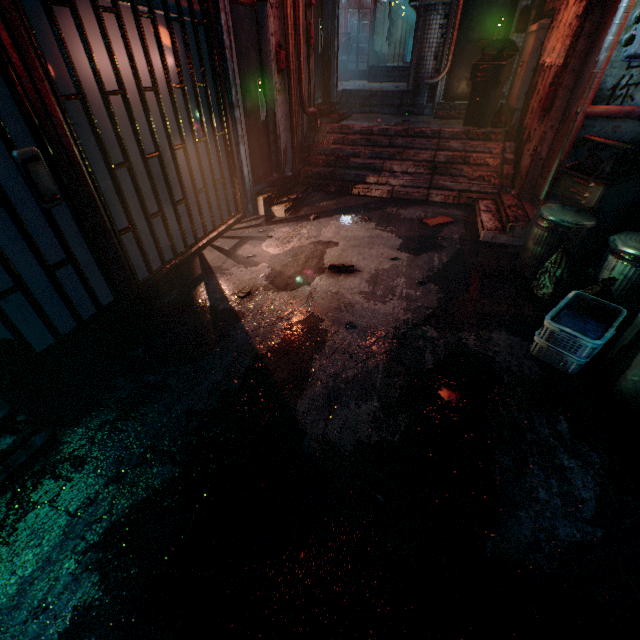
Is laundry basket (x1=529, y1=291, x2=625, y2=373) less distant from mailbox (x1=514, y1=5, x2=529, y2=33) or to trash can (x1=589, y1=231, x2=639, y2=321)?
trash can (x1=589, y1=231, x2=639, y2=321)

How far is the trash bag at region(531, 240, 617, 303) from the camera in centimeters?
244cm

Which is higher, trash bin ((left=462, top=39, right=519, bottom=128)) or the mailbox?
the mailbox

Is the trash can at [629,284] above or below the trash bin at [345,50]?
below

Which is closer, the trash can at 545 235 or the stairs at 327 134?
the trash can at 545 235

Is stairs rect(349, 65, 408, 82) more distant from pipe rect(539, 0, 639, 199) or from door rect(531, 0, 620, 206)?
pipe rect(539, 0, 639, 199)

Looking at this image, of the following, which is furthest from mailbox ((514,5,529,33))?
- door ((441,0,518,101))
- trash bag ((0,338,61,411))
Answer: trash bag ((0,338,61,411))

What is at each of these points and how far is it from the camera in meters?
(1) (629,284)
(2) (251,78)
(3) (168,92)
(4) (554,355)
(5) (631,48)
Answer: (1) trash can, 2.5
(2) door, 4.3
(3) storefront, 3.0
(4) laundry basket, 2.4
(5) power utility box, 2.6
